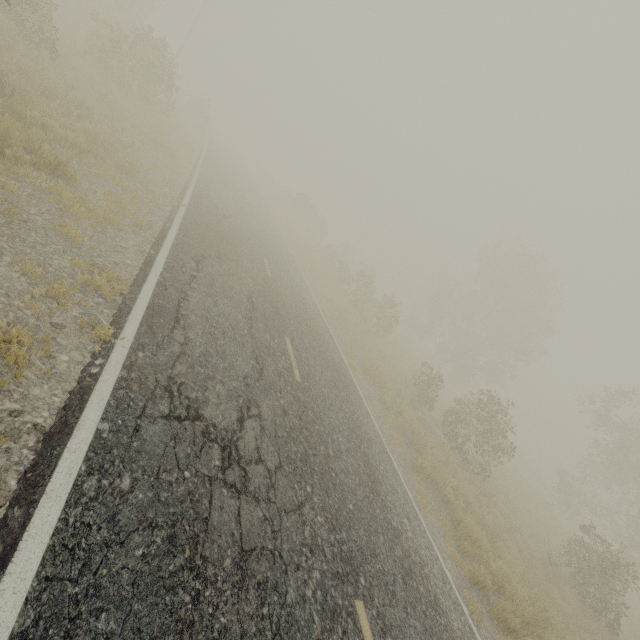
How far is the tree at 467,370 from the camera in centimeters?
2322cm

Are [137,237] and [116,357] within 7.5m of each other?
yes

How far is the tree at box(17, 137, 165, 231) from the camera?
5.8 meters

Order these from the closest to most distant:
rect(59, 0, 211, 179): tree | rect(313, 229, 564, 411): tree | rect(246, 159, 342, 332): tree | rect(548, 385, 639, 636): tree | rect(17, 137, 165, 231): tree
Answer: rect(17, 137, 165, 231): tree
rect(548, 385, 639, 636): tree
rect(59, 0, 211, 179): tree
rect(246, 159, 342, 332): tree
rect(313, 229, 564, 411): tree

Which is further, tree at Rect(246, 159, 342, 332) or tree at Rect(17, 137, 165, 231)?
tree at Rect(246, 159, 342, 332)

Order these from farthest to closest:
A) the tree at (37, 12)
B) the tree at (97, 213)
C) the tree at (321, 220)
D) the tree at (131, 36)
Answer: the tree at (321, 220) < the tree at (131, 36) < the tree at (37, 12) < the tree at (97, 213)
